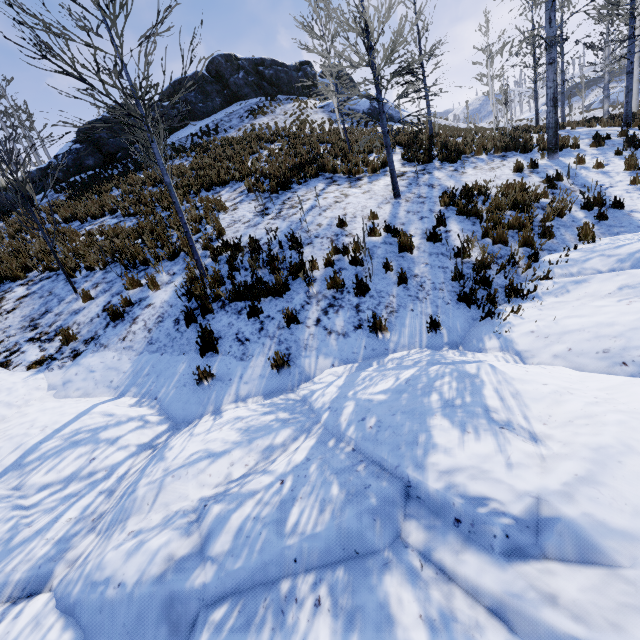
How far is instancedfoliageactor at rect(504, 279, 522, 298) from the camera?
5.3 meters

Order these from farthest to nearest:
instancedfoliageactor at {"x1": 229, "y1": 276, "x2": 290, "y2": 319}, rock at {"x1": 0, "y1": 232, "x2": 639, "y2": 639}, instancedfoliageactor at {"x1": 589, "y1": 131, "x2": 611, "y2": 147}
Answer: instancedfoliageactor at {"x1": 589, "y1": 131, "x2": 611, "y2": 147} < instancedfoliageactor at {"x1": 229, "y1": 276, "x2": 290, "y2": 319} < rock at {"x1": 0, "y1": 232, "x2": 639, "y2": 639}

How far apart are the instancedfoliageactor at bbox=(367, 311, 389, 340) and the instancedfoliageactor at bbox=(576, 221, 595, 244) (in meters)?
4.85

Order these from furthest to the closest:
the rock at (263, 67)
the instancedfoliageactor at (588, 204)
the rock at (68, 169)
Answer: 1. the rock at (263, 67)
2. the rock at (68, 169)
3. the instancedfoliageactor at (588, 204)

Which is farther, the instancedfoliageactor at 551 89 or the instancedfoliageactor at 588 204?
the instancedfoliageactor at 551 89

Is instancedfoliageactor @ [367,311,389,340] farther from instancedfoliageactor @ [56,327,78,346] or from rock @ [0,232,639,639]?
instancedfoliageactor @ [56,327,78,346]

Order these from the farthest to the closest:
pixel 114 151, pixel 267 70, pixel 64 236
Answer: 1. pixel 267 70
2. pixel 114 151
3. pixel 64 236

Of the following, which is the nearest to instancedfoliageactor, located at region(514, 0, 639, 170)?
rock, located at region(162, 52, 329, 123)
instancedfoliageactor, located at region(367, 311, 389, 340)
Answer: instancedfoliageactor, located at region(367, 311, 389, 340)
